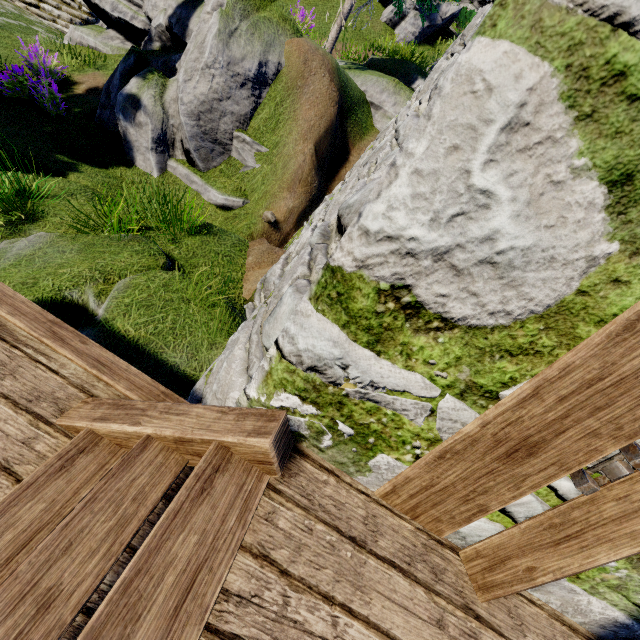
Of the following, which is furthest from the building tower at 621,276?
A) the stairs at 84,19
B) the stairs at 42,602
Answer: the stairs at 84,19

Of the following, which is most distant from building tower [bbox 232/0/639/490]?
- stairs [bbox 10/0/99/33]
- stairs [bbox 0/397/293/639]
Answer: stairs [bbox 10/0/99/33]

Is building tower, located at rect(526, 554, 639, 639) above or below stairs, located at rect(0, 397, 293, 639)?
above

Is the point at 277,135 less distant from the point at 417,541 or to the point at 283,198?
the point at 283,198

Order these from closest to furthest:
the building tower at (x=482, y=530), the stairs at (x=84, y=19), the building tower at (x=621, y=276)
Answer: the building tower at (x=621, y=276), the building tower at (x=482, y=530), the stairs at (x=84, y=19)

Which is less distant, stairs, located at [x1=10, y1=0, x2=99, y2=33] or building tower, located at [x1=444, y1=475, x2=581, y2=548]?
building tower, located at [x1=444, y1=475, x2=581, y2=548]

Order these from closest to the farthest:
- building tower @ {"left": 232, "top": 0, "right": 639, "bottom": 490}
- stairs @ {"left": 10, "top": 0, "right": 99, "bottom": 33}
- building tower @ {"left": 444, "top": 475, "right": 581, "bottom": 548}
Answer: building tower @ {"left": 232, "top": 0, "right": 639, "bottom": 490} → building tower @ {"left": 444, "top": 475, "right": 581, "bottom": 548} → stairs @ {"left": 10, "top": 0, "right": 99, "bottom": 33}

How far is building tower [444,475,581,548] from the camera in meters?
1.3
